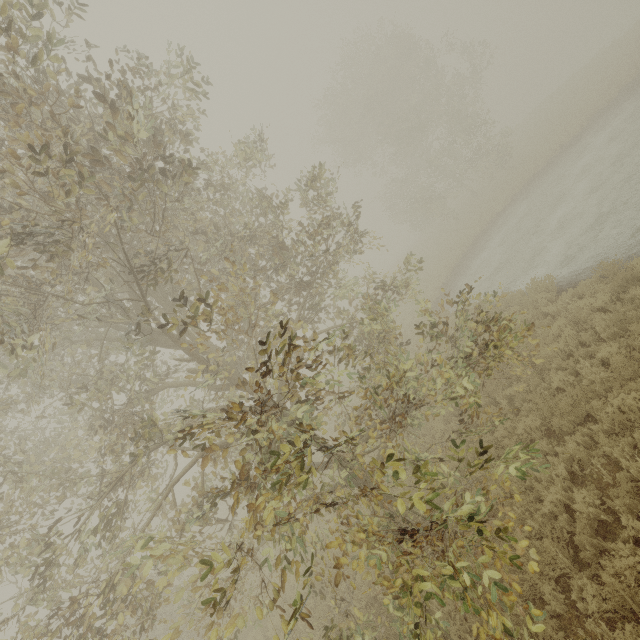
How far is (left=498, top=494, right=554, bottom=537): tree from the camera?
4.1m

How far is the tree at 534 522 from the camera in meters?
4.1

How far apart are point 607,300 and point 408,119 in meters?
21.2

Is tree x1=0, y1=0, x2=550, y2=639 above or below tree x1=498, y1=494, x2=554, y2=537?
above

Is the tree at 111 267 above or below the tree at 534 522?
above

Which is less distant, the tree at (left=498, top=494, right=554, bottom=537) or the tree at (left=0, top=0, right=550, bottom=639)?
the tree at (left=0, top=0, right=550, bottom=639)
